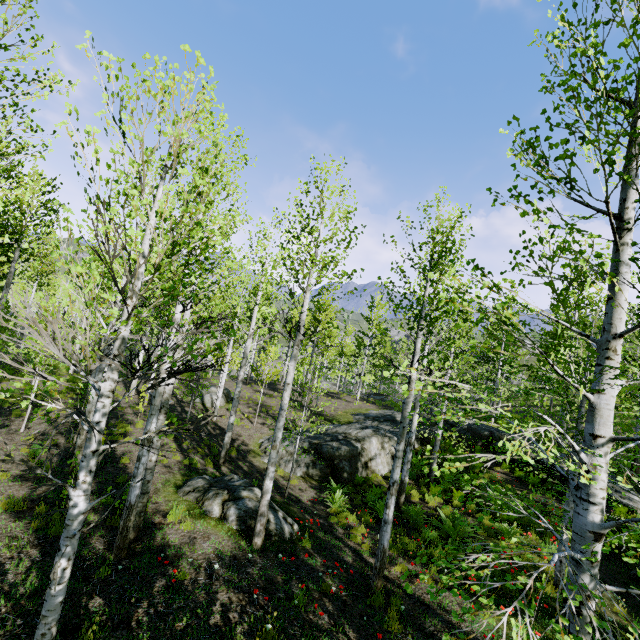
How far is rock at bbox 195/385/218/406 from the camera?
20.5 meters

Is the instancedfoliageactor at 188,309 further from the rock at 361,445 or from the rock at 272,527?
the rock at 272,527

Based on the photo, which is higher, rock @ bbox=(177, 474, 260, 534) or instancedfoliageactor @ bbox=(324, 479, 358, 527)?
rock @ bbox=(177, 474, 260, 534)

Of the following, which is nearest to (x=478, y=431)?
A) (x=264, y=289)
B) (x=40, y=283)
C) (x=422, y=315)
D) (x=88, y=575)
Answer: (x=264, y=289)

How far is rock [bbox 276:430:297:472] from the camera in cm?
1424

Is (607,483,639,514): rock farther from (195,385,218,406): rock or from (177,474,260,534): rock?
(195,385,218,406): rock

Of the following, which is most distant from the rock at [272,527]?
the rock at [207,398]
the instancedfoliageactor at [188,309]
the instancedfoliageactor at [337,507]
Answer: the instancedfoliageactor at [188,309]
